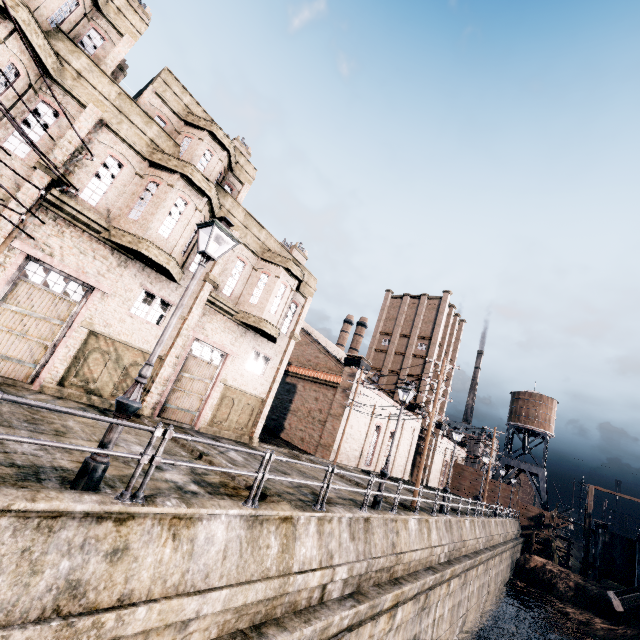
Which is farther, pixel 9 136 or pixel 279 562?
pixel 9 136

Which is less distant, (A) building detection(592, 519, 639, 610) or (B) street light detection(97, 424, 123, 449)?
(B) street light detection(97, 424, 123, 449)

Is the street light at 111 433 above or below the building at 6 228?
→ below

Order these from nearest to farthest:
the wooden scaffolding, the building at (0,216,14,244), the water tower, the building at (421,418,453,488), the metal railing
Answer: the metal railing, the building at (0,216,14,244), the wooden scaffolding, the building at (421,418,453,488), the water tower

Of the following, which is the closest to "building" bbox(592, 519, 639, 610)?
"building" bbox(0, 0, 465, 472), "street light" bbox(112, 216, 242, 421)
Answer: "building" bbox(0, 0, 465, 472)

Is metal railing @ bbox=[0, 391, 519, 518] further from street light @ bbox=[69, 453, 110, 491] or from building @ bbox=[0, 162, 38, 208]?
building @ bbox=[0, 162, 38, 208]

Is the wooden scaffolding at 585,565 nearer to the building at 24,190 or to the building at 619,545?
the building at 619,545

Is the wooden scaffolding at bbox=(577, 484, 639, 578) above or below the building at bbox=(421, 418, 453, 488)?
below
